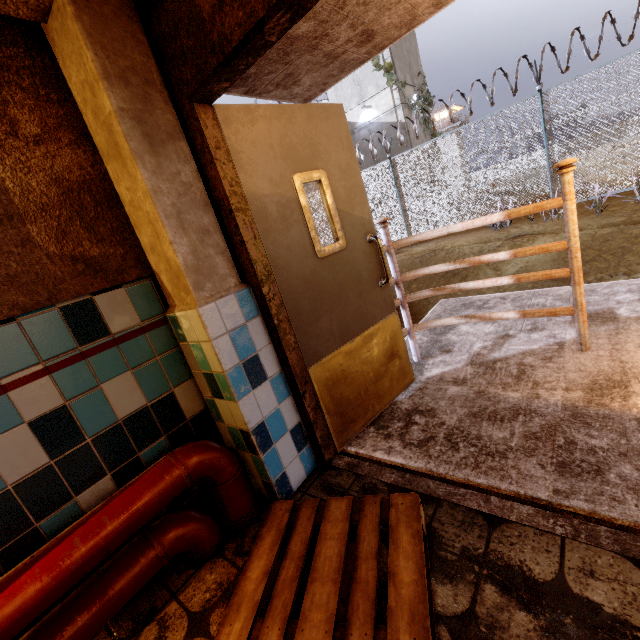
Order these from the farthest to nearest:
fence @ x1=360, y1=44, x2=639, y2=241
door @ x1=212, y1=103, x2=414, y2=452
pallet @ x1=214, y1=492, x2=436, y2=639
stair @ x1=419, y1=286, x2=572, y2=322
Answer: fence @ x1=360, y1=44, x2=639, y2=241
stair @ x1=419, y1=286, x2=572, y2=322
door @ x1=212, y1=103, x2=414, y2=452
pallet @ x1=214, y1=492, x2=436, y2=639

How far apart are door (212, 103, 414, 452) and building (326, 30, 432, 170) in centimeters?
1666cm

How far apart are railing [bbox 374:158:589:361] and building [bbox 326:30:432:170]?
16.2 meters

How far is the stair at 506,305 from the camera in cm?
340

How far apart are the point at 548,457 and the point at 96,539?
2.14m

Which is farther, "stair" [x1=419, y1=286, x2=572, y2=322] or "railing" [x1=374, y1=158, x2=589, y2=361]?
"stair" [x1=419, y1=286, x2=572, y2=322]

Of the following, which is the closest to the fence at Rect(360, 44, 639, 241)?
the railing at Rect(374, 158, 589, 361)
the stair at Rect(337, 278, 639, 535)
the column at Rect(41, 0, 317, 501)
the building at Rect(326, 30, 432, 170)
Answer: the stair at Rect(337, 278, 639, 535)

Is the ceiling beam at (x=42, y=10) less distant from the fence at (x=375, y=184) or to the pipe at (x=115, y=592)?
the pipe at (x=115, y=592)
